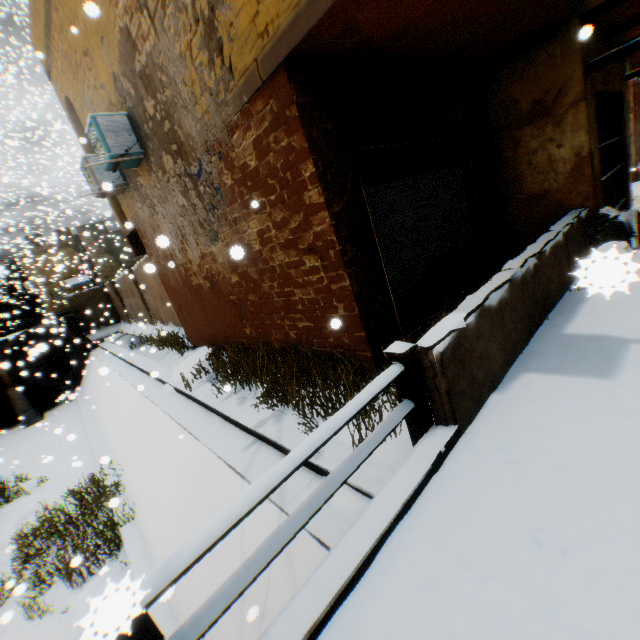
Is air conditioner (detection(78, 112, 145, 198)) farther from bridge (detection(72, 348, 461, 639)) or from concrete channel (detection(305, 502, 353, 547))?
bridge (detection(72, 348, 461, 639))

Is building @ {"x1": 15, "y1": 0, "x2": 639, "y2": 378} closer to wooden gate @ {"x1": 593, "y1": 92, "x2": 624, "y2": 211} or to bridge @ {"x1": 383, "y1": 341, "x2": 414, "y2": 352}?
wooden gate @ {"x1": 593, "y1": 92, "x2": 624, "y2": 211}

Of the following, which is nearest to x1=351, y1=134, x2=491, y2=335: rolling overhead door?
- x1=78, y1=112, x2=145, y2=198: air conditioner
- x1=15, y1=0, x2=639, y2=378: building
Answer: x1=15, y1=0, x2=639, y2=378: building

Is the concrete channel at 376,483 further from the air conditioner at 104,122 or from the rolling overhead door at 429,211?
the air conditioner at 104,122

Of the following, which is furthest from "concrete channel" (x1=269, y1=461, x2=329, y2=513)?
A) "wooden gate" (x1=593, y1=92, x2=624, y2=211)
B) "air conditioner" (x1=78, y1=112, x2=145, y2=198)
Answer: "wooden gate" (x1=593, y1=92, x2=624, y2=211)

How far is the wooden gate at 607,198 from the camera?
6.61m

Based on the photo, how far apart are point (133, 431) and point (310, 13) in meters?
10.0 m
